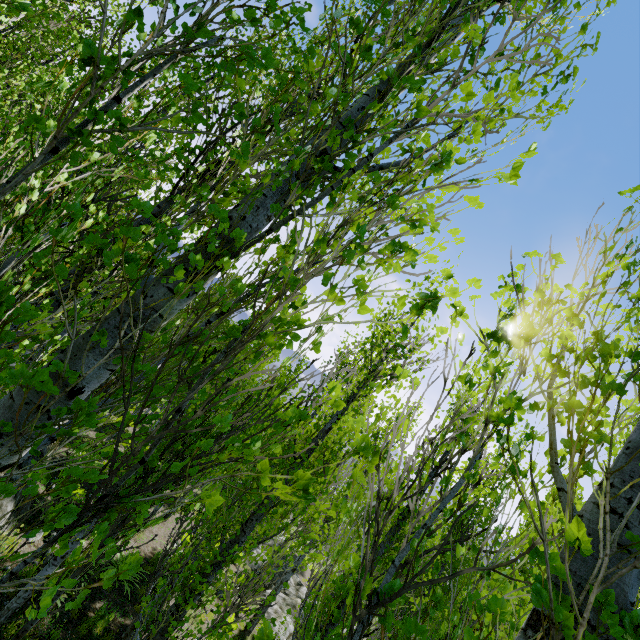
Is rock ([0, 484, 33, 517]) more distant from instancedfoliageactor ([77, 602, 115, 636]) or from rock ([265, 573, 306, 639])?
rock ([265, 573, 306, 639])

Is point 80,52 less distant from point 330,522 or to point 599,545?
point 599,545

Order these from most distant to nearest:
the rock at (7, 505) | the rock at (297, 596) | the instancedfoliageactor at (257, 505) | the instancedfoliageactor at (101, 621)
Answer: the rock at (297, 596)
the instancedfoliageactor at (101, 621)
the rock at (7, 505)
the instancedfoliageactor at (257, 505)

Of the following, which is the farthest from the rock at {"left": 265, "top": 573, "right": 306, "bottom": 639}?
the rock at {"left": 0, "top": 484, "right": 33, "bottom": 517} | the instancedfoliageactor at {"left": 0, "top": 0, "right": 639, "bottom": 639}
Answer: the rock at {"left": 0, "top": 484, "right": 33, "bottom": 517}

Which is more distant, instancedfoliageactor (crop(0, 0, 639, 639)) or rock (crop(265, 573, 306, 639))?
rock (crop(265, 573, 306, 639))

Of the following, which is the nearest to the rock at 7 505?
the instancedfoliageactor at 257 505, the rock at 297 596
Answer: the instancedfoliageactor at 257 505

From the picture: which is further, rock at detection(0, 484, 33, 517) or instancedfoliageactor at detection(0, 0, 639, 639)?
rock at detection(0, 484, 33, 517)
